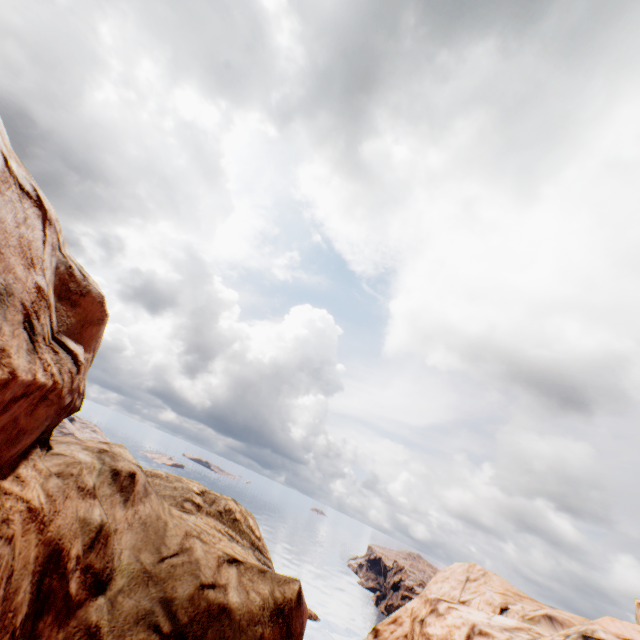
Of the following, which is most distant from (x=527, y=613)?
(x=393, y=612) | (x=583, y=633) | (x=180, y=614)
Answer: (x=180, y=614)

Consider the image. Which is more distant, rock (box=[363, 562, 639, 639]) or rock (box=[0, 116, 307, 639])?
rock (box=[363, 562, 639, 639])

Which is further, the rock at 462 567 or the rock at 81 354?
the rock at 462 567
